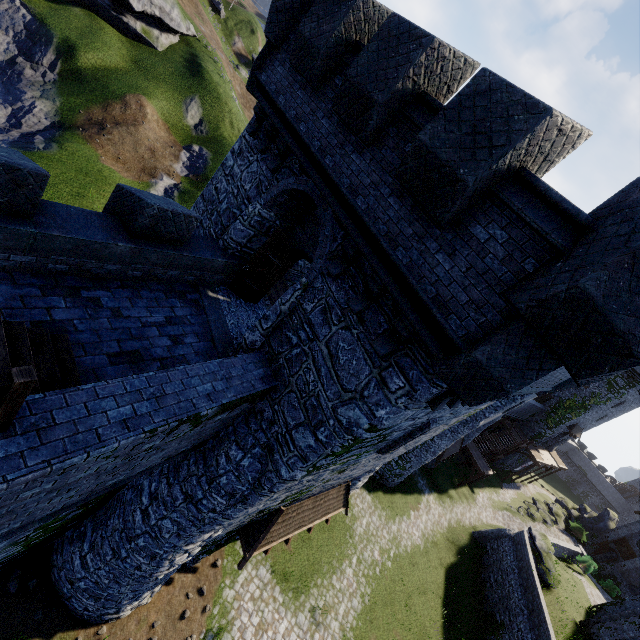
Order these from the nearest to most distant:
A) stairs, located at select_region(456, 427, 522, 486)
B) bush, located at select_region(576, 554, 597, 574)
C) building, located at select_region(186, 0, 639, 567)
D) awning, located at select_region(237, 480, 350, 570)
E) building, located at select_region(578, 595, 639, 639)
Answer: building, located at select_region(186, 0, 639, 567), awning, located at select_region(237, 480, 350, 570), building, located at select_region(578, 595, 639, 639), bush, located at select_region(576, 554, 597, 574), stairs, located at select_region(456, 427, 522, 486)

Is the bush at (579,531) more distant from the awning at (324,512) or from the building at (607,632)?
the awning at (324,512)

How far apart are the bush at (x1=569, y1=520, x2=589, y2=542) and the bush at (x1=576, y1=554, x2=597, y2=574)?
8.95m

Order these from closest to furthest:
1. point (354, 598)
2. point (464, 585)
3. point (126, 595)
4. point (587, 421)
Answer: point (126, 595) → point (354, 598) → point (464, 585) → point (587, 421)

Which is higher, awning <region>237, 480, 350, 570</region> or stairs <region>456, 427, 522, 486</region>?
awning <region>237, 480, 350, 570</region>

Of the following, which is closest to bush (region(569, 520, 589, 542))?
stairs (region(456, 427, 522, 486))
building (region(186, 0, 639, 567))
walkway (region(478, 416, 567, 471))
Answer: walkway (region(478, 416, 567, 471))

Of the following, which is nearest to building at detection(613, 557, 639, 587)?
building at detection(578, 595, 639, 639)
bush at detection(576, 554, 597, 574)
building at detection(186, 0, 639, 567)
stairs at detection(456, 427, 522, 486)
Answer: bush at detection(576, 554, 597, 574)

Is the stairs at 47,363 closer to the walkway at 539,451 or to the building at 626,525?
the walkway at 539,451
